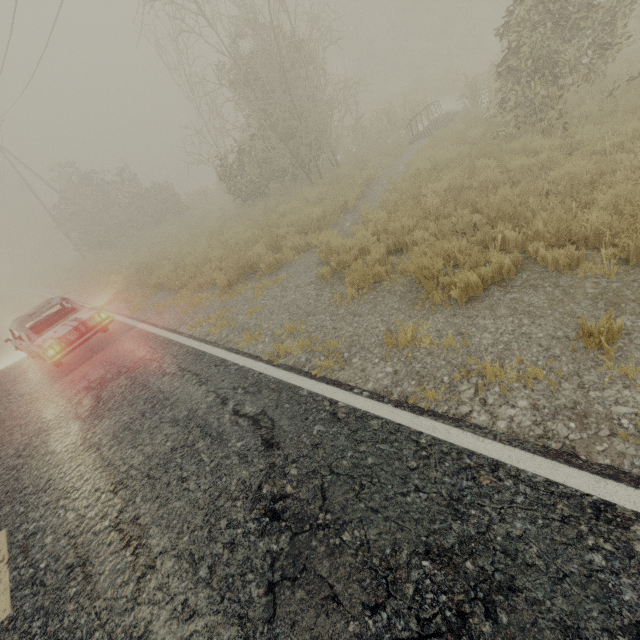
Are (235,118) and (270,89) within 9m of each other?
yes
